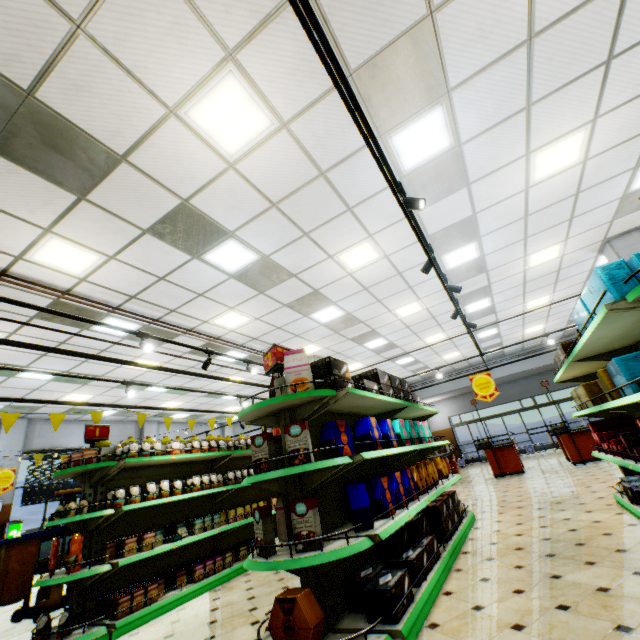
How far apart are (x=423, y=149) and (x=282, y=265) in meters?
3.1

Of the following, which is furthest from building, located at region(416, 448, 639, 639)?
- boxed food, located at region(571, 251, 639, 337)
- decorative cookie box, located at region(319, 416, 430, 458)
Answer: boxed food, located at region(571, 251, 639, 337)

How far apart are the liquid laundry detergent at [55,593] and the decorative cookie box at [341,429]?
5.80m

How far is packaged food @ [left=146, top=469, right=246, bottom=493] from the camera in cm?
477

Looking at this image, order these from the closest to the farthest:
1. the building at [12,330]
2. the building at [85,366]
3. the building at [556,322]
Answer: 1. the building at [12,330]
2. the building at [85,366]
3. the building at [556,322]

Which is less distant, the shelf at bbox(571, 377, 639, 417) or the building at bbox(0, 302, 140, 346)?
the shelf at bbox(571, 377, 639, 417)

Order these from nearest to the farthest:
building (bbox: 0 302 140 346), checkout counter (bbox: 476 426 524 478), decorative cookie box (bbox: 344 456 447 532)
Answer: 1. decorative cookie box (bbox: 344 456 447 532)
2. building (bbox: 0 302 140 346)
3. checkout counter (bbox: 476 426 524 478)

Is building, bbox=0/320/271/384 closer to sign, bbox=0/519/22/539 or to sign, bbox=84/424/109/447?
sign, bbox=0/519/22/539
